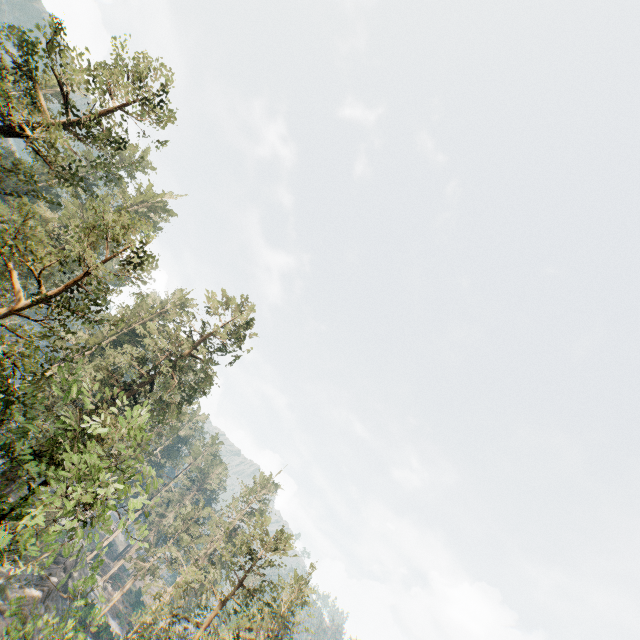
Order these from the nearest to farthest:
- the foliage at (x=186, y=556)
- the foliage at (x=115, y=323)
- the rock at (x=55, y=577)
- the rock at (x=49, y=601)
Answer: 1. the foliage at (x=115, y=323)
2. the foliage at (x=186, y=556)
3. the rock at (x=49, y=601)
4. the rock at (x=55, y=577)

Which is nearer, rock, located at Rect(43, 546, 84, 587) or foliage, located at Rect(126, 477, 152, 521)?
foliage, located at Rect(126, 477, 152, 521)

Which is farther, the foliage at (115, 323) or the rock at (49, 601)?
the rock at (49, 601)

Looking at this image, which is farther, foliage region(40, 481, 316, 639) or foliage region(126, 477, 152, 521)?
foliage region(40, 481, 316, 639)

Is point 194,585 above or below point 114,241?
below

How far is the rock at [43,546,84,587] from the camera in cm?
3828

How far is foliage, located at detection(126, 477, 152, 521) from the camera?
13.4m

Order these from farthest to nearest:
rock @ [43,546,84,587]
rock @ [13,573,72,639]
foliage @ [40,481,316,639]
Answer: rock @ [43,546,84,587]
rock @ [13,573,72,639]
foliage @ [40,481,316,639]
